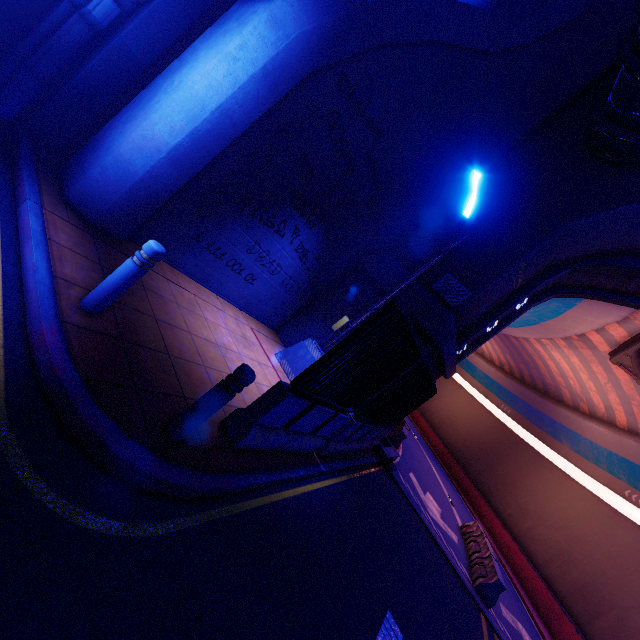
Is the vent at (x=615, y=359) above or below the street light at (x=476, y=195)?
above

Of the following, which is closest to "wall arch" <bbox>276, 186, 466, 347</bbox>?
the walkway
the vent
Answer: the walkway

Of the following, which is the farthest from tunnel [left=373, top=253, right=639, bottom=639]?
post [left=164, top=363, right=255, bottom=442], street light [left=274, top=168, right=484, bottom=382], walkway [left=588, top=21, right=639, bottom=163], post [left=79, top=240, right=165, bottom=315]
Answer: post [left=79, top=240, right=165, bottom=315]

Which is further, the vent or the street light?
the vent

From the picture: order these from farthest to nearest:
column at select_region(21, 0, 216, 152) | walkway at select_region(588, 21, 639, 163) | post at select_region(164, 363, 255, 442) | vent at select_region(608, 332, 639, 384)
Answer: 1. vent at select_region(608, 332, 639, 384)
2. walkway at select_region(588, 21, 639, 163)
3. column at select_region(21, 0, 216, 152)
4. post at select_region(164, 363, 255, 442)

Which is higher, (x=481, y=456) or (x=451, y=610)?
(x=481, y=456)

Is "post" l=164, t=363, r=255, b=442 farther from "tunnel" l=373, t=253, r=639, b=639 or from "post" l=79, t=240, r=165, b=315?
"tunnel" l=373, t=253, r=639, b=639

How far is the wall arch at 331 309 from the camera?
9.5 meters
